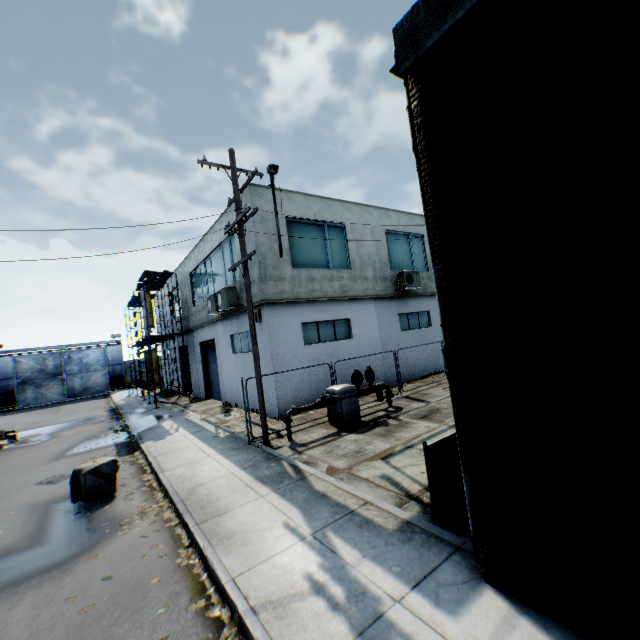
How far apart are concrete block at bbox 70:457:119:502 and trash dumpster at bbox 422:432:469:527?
8.2 meters

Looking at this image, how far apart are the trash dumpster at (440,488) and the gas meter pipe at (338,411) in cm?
545

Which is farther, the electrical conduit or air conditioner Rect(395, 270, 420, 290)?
air conditioner Rect(395, 270, 420, 290)

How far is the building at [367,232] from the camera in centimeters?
1362cm

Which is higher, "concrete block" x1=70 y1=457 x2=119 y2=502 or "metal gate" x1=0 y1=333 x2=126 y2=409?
"metal gate" x1=0 y1=333 x2=126 y2=409

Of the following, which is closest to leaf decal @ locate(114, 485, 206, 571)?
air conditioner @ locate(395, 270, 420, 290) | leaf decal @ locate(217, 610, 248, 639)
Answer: leaf decal @ locate(217, 610, 248, 639)

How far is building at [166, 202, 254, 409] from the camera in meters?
15.6 m

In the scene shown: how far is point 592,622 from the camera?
3.0m
